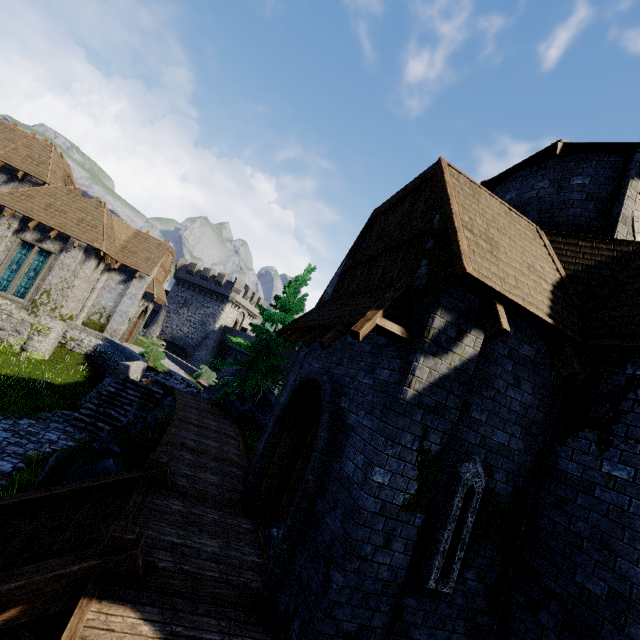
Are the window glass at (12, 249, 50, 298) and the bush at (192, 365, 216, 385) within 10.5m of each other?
no

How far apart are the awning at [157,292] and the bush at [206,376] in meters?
6.5

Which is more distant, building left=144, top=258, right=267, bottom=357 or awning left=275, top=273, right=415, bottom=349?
building left=144, top=258, right=267, bottom=357

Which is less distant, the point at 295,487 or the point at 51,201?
the point at 295,487

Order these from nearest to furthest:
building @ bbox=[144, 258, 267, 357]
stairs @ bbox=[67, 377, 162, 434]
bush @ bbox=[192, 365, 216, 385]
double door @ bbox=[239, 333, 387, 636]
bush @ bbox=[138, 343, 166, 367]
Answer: double door @ bbox=[239, 333, 387, 636] → stairs @ bbox=[67, 377, 162, 434] → bush @ bbox=[138, 343, 166, 367] → bush @ bbox=[192, 365, 216, 385] → building @ bbox=[144, 258, 267, 357]

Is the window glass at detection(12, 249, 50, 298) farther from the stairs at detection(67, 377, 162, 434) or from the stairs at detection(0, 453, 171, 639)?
the stairs at detection(0, 453, 171, 639)

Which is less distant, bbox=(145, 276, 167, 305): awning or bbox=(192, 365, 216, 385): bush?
bbox=(145, 276, 167, 305): awning

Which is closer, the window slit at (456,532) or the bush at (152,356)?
the window slit at (456,532)
